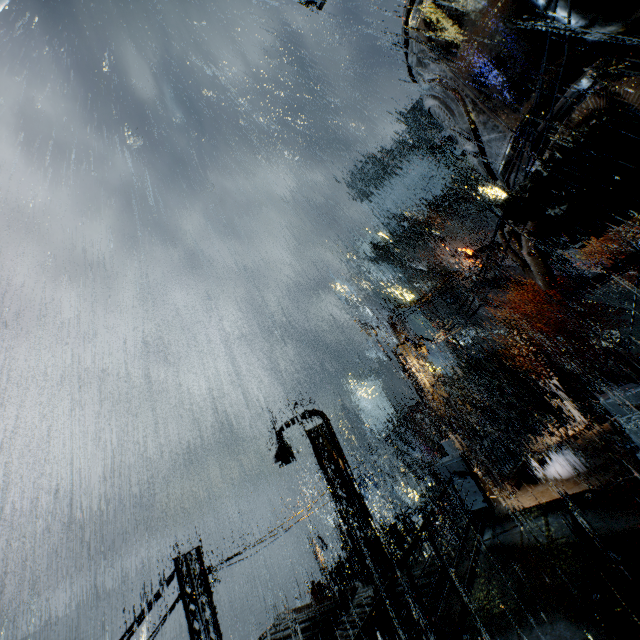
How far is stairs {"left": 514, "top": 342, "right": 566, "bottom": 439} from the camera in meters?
35.1

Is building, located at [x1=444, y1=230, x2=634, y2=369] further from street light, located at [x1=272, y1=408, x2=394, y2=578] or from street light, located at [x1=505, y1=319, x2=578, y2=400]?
street light, located at [x1=505, y1=319, x2=578, y2=400]

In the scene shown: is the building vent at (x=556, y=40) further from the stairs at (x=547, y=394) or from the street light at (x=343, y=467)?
the stairs at (x=547, y=394)

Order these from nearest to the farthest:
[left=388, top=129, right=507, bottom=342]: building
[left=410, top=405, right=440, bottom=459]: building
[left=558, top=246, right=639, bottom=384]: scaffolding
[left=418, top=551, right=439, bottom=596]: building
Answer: [left=418, top=551, right=439, bottom=596]: building, [left=558, top=246, right=639, bottom=384]: scaffolding, [left=388, top=129, right=507, bottom=342]: building, [left=410, top=405, right=440, bottom=459]: building

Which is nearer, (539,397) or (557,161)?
(557,161)

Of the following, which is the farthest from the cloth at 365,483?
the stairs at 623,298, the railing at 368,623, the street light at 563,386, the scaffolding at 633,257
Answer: the railing at 368,623

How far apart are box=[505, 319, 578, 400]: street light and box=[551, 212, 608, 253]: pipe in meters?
11.5

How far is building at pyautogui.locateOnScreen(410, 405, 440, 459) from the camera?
33.9 meters
